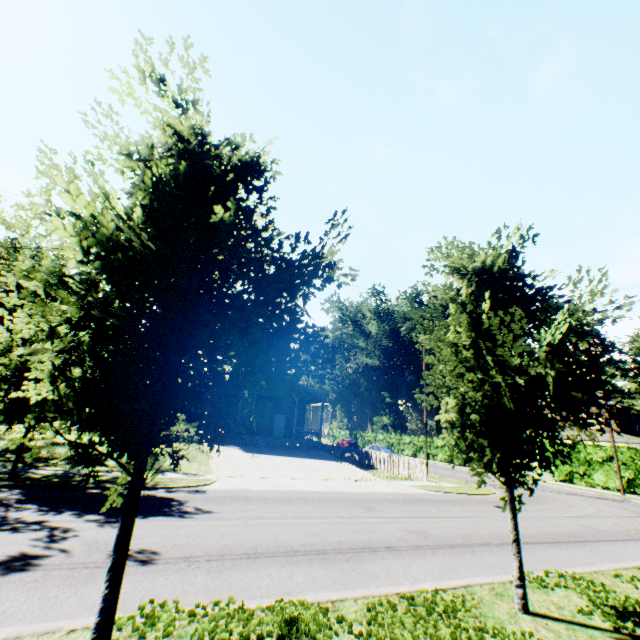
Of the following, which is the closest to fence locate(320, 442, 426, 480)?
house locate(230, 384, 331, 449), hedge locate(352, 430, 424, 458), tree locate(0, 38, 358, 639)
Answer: house locate(230, 384, 331, 449)

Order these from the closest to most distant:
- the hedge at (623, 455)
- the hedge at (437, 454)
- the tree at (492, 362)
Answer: A: the tree at (492, 362) < the hedge at (623, 455) < the hedge at (437, 454)

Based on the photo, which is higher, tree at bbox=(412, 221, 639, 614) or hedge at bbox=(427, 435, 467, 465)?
tree at bbox=(412, 221, 639, 614)

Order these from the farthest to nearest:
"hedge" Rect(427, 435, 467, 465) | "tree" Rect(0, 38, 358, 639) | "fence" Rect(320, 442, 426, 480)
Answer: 1. "hedge" Rect(427, 435, 467, 465)
2. "fence" Rect(320, 442, 426, 480)
3. "tree" Rect(0, 38, 358, 639)

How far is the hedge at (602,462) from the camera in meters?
24.4

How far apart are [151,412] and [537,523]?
14.4 meters

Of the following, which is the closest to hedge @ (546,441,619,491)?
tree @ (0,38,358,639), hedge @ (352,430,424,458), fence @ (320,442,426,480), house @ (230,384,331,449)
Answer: hedge @ (352,430,424,458)
